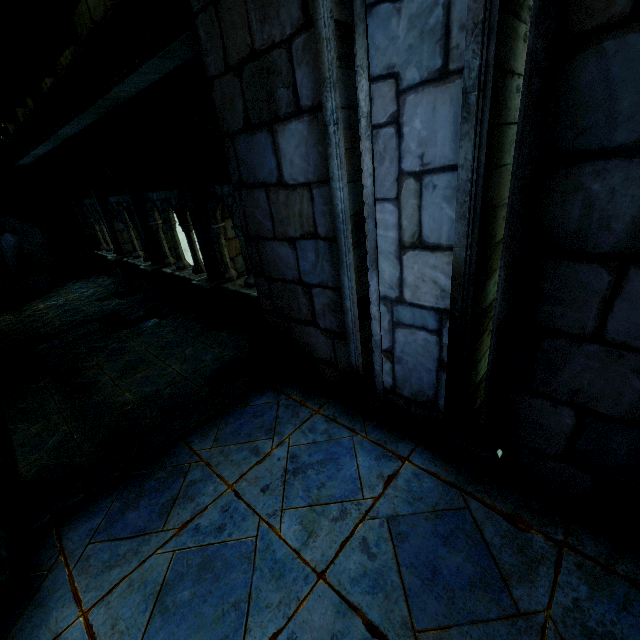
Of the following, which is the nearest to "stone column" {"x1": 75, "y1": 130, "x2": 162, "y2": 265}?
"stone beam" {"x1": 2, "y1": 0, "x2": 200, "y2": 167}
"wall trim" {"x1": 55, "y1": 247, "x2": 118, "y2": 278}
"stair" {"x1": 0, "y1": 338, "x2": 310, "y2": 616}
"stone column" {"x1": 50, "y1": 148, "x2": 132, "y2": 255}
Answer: "stone beam" {"x1": 2, "y1": 0, "x2": 200, "y2": 167}

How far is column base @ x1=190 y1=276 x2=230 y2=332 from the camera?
7.3 meters

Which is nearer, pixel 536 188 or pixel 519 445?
pixel 536 188

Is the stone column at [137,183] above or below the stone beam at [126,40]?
below

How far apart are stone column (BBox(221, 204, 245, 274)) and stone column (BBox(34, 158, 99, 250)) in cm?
907

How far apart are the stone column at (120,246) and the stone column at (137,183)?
2.4 meters

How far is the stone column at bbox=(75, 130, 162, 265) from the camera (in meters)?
7.93

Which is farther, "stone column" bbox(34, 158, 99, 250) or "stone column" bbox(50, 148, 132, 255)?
"stone column" bbox(34, 158, 99, 250)
